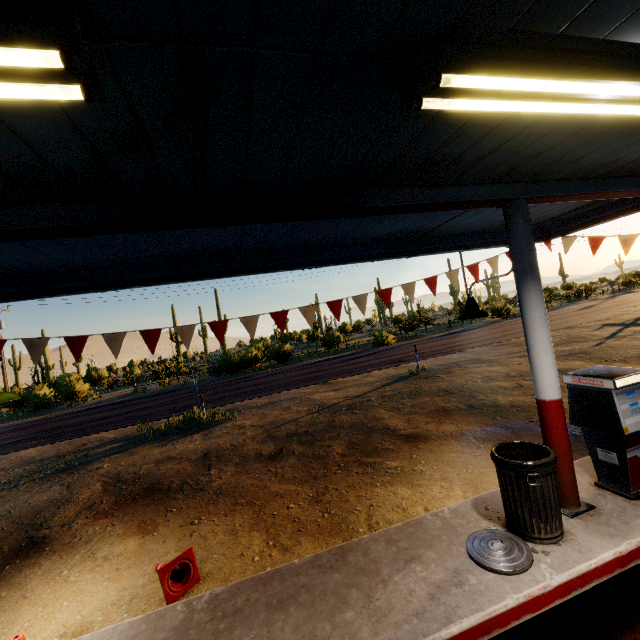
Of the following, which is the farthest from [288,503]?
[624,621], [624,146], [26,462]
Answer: [26,462]

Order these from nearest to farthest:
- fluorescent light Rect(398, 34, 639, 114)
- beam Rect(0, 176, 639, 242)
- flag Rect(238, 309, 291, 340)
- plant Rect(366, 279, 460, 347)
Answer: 1. fluorescent light Rect(398, 34, 639, 114)
2. beam Rect(0, 176, 639, 242)
3. flag Rect(238, 309, 291, 340)
4. plant Rect(366, 279, 460, 347)

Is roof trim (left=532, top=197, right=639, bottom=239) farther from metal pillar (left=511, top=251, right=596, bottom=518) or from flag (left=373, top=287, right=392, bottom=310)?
metal pillar (left=511, top=251, right=596, bottom=518)

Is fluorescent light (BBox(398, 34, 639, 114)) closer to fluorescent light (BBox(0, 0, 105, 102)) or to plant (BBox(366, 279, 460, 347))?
fluorescent light (BBox(0, 0, 105, 102))

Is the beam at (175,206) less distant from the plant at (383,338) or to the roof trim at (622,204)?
the roof trim at (622,204)

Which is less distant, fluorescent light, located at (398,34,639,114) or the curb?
fluorescent light, located at (398,34,639,114)

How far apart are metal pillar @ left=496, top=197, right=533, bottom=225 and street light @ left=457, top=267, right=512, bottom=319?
0.0m

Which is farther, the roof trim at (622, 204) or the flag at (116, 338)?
the roof trim at (622, 204)
